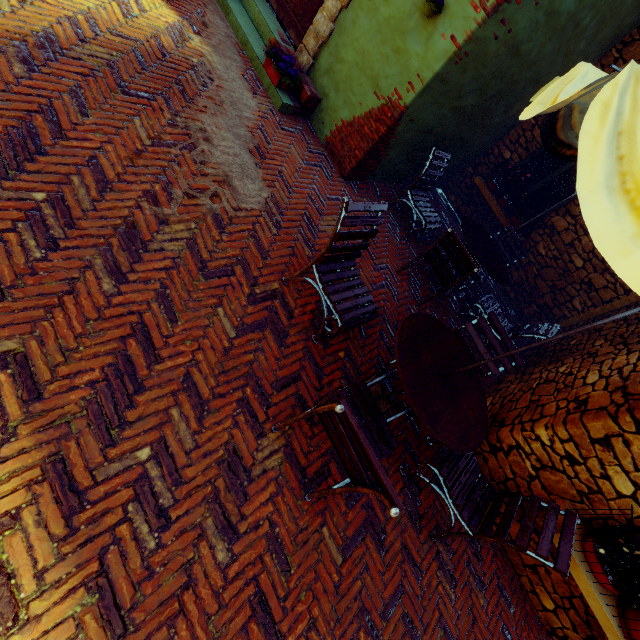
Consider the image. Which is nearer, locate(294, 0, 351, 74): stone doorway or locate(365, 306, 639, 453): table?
locate(365, 306, 639, 453): table

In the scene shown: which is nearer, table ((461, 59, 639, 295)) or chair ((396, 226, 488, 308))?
table ((461, 59, 639, 295))

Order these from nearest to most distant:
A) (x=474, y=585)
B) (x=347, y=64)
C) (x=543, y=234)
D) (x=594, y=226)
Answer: (x=594, y=226), (x=474, y=585), (x=347, y=64), (x=543, y=234)

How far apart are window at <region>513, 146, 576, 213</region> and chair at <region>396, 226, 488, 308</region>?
2.8m

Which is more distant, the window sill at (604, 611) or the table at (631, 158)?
the window sill at (604, 611)

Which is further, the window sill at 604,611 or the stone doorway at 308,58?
the stone doorway at 308,58

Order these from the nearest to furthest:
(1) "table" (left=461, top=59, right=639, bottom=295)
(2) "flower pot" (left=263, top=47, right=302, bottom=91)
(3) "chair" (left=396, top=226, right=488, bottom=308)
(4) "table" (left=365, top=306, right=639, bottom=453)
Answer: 1. (1) "table" (left=461, top=59, right=639, bottom=295)
2. (4) "table" (left=365, top=306, right=639, bottom=453)
3. (3) "chair" (left=396, top=226, right=488, bottom=308)
4. (2) "flower pot" (left=263, top=47, right=302, bottom=91)

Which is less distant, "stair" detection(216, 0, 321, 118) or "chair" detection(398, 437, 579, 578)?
"chair" detection(398, 437, 579, 578)
